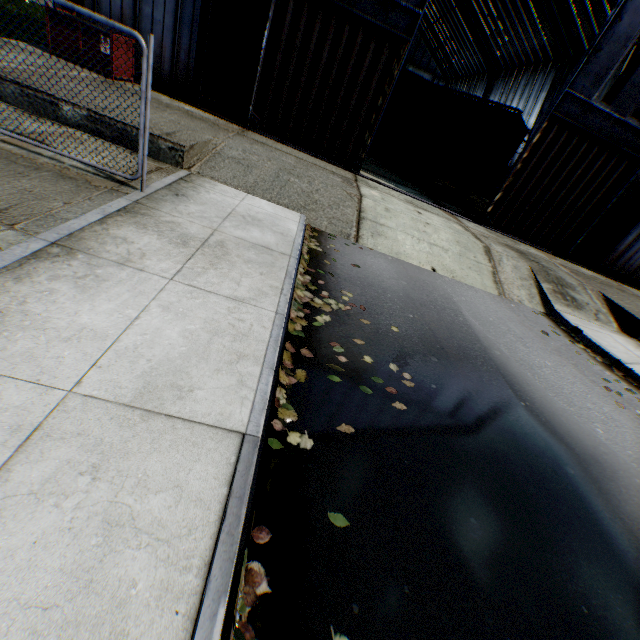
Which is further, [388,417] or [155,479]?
[388,417]

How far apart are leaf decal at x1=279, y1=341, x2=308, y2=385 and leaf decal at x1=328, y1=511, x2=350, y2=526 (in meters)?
0.61

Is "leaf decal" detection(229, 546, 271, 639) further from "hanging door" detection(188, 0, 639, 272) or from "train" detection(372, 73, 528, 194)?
"train" detection(372, 73, 528, 194)

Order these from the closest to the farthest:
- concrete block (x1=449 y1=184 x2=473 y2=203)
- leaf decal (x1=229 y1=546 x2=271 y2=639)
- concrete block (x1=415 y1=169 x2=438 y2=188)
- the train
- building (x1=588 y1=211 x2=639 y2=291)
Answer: leaf decal (x1=229 y1=546 x2=271 y2=639) < building (x1=588 y1=211 x2=639 y2=291) < the train < concrete block (x1=415 y1=169 x2=438 y2=188) < concrete block (x1=449 y1=184 x2=473 y2=203)

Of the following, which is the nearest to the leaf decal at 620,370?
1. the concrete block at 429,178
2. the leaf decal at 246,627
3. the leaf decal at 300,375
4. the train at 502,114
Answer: the leaf decal at 300,375

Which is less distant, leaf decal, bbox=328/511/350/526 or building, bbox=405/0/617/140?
leaf decal, bbox=328/511/350/526

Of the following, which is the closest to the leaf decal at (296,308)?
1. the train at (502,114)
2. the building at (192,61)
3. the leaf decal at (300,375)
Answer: the leaf decal at (300,375)

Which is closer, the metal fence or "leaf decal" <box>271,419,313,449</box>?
"leaf decal" <box>271,419,313,449</box>
